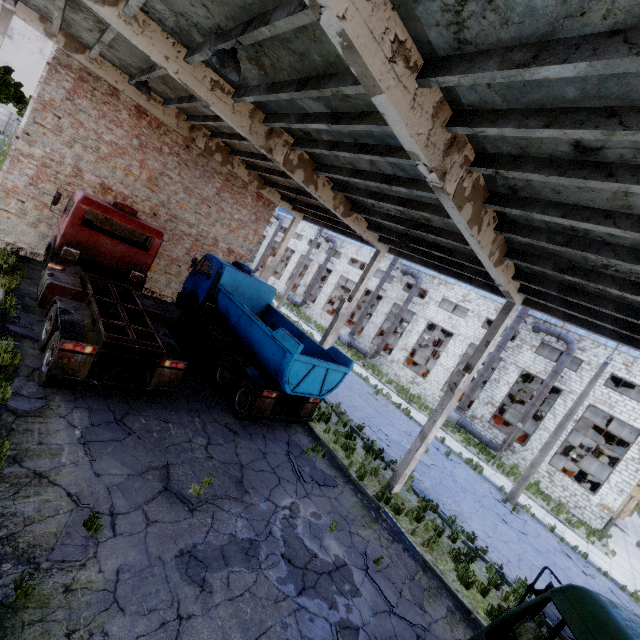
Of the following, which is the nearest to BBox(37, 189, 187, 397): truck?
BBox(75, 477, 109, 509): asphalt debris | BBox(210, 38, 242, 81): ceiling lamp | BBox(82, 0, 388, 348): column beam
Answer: BBox(75, 477, 109, 509): asphalt debris

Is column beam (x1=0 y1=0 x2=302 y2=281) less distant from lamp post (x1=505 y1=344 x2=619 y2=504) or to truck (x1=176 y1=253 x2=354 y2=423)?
truck (x1=176 y1=253 x2=354 y2=423)

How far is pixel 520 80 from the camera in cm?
343

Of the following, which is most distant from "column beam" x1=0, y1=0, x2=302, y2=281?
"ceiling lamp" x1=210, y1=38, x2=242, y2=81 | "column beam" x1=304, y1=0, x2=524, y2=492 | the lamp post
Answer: the lamp post

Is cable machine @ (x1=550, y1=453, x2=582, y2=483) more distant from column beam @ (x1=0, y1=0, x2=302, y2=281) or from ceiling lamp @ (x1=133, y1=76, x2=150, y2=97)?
ceiling lamp @ (x1=133, y1=76, x2=150, y2=97)

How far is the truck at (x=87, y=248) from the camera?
7.1 meters

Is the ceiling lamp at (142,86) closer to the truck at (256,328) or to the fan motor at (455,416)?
the truck at (256,328)

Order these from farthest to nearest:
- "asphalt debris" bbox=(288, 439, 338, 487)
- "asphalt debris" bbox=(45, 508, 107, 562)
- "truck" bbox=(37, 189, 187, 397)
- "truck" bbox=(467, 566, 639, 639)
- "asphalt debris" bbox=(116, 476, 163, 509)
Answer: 1. "asphalt debris" bbox=(288, 439, 338, 487)
2. "truck" bbox=(37, 189, 187, 397)
3. "asphalt debris" bbox=(116, 476, 163, 509)
4. "asphalt debris" bbox=(45, 508, 107, 562)
5. "truck" bbox=(467, 566, 639, 639)
